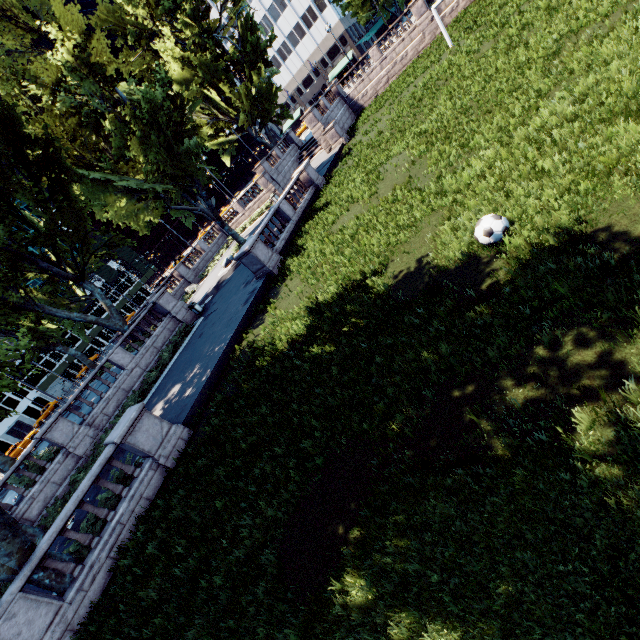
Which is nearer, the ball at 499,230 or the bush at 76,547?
the ball at 499,230

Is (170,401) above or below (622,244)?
above

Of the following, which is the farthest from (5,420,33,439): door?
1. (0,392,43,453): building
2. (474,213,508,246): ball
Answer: (474,213,508,246): ball

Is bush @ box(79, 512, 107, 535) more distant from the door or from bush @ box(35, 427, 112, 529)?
the door

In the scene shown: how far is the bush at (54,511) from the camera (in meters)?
15.07

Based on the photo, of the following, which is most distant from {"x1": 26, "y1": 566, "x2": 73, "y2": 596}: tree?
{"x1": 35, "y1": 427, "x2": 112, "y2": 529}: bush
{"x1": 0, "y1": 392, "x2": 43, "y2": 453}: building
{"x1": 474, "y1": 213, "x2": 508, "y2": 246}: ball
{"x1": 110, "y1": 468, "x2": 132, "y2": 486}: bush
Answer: {"x1": 0, "y1": 392, "x2": 43, "y2": 453}: building

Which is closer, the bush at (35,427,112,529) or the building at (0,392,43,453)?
the bush at (35,427,112,529)

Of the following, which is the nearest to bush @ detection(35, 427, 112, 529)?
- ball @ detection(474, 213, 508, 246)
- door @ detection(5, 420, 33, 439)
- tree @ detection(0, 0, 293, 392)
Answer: tree @ detection(0, 0, 293, 392)
